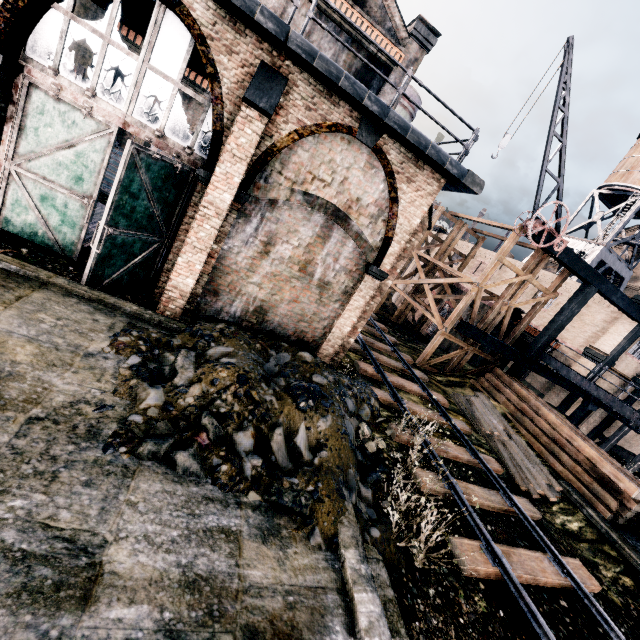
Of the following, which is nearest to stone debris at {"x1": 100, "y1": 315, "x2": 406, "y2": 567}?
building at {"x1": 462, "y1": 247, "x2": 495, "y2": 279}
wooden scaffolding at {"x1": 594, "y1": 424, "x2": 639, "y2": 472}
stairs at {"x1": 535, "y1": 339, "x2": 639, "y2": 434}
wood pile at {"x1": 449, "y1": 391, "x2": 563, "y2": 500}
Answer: wood pile at {"x1": 449, "y1": 391, "x2": 563, "y2": 500}

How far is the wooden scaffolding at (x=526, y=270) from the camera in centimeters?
1845cm

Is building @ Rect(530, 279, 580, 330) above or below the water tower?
below

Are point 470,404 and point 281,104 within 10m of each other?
no

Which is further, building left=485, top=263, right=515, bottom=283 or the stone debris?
building left=485, top=263, right=515, bottom=283

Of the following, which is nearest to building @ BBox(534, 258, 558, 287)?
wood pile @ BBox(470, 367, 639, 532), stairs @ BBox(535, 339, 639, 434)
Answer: stairs @ BBox(535, 339, 639, 434)

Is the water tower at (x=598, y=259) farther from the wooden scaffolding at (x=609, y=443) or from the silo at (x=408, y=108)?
the silo at (x=408, y=108)

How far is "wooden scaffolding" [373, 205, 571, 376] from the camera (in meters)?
18.45
